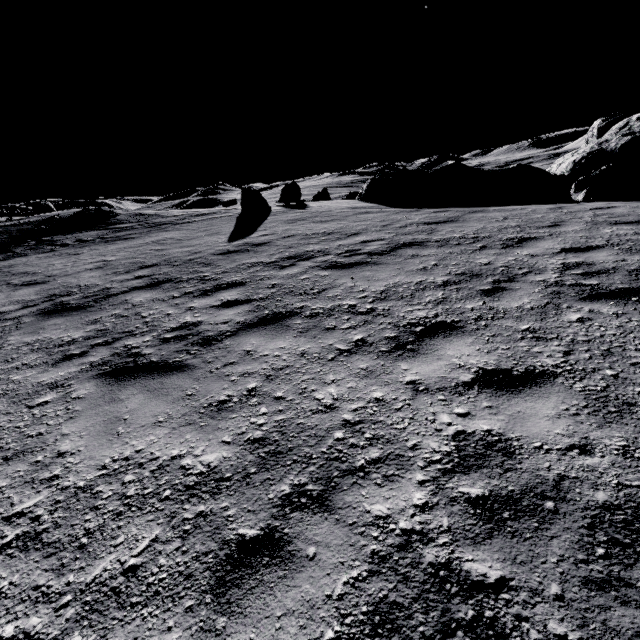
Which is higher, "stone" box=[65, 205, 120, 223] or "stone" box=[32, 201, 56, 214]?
"stone" box=[32, 201, 56, 214]

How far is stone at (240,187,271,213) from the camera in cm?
1599

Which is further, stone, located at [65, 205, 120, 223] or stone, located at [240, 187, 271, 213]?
stone, located at [65, 205, 120, 223]

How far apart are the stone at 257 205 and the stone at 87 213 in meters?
11.2

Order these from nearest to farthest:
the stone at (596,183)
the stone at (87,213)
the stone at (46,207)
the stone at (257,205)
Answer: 1. the stone at (596,183)
2. the stone at (257,205)
3. the stone at (87,213)
4. the stone at (46,207)

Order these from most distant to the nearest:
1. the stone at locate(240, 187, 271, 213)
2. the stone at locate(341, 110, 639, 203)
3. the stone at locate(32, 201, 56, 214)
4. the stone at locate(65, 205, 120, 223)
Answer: the stone at locate(32, 201, 56, 214) → the stone at locate(65, 205, 120, 223) → the stone at locate(240, 187, 271, 213) → the stone at locate(341, 110, 639, 203)

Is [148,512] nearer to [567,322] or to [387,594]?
[387,594]

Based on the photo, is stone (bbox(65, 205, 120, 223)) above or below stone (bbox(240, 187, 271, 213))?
above
